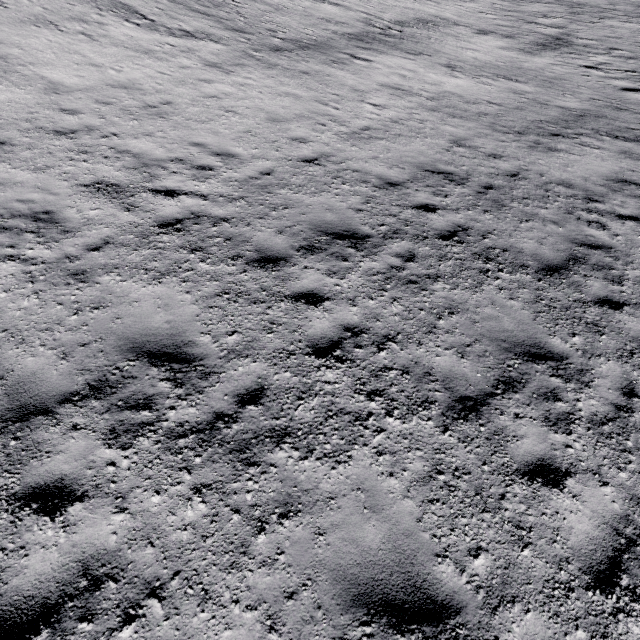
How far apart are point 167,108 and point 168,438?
9.2 meters
